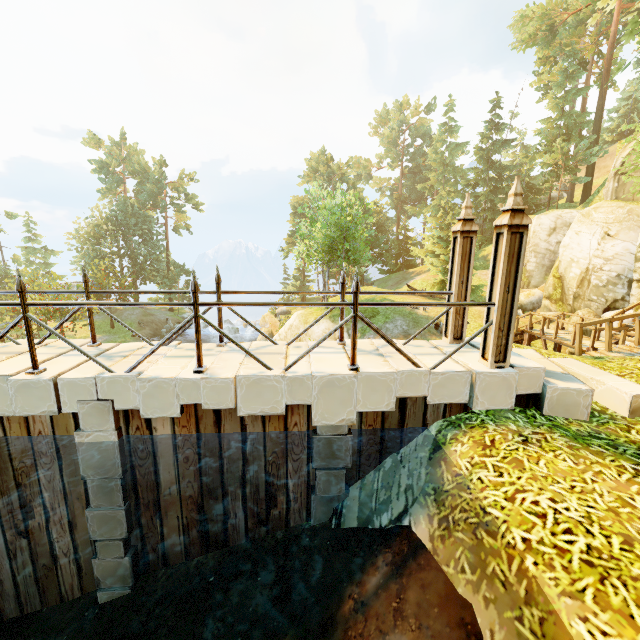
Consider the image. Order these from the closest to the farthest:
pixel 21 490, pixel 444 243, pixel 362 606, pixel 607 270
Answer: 1. pixel 362 606
2. pixel 21 490
3. pixel 607 270
4. pixel 444 243

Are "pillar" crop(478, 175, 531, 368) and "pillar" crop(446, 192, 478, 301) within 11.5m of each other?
yes

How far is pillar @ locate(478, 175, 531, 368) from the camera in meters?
4.5 m

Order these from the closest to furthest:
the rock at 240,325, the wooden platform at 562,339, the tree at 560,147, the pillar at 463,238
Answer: the pillar at 463,238 < the wooden platform at 562,339 < the tree at 560,147 < the rock at 240,325

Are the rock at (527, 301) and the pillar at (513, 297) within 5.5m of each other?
no

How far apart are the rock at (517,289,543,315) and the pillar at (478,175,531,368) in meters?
23.5 m

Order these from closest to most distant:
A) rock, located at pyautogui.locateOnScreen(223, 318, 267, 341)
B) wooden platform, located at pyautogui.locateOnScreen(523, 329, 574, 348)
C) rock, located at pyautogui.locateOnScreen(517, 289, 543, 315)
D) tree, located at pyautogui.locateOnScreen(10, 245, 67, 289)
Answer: wooden platform, located at pyautogui.locateOnScreen(523, 329, 574, 348)
rock, located at pyautogui.locateOnScreen(517, 289, 543, 315)
tree, located at pyautogui.locateOnScreen(10, 245, 67, 289)
rock, located at pyautogui.locateOnScreen(223, 318, 267, 341)

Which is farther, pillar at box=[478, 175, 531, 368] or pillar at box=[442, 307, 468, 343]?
pillar at box=[442, 307, 468, 343]
